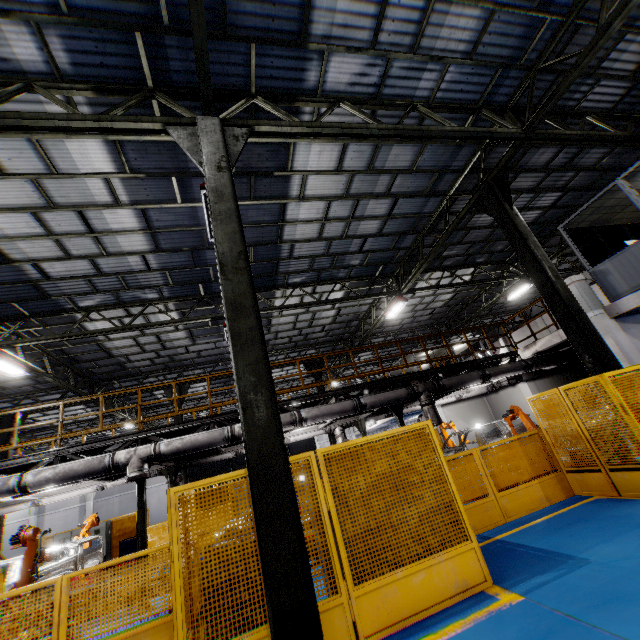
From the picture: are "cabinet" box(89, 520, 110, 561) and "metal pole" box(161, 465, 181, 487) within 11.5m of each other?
yes

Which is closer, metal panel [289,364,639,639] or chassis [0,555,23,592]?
metal panel [289,364,639,639]

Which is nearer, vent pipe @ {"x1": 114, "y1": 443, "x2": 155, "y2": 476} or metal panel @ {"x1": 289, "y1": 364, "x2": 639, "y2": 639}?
metal panel @ {"x1": 289, "y1": 364, "x2": 639, "y2": 639}

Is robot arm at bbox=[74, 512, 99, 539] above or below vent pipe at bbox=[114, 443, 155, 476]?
below

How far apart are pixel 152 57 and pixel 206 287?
7.6 meters

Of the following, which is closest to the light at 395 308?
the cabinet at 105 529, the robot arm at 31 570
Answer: the robot arm at 31 570

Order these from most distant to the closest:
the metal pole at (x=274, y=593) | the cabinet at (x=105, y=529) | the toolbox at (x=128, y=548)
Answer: the cabinet at (x=105, y=529)
the toolbox at (x=128, y=548)
the metal pole at (x=274, y=593)

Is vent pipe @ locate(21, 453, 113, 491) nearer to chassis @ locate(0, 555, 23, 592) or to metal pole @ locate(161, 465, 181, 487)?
chassis @ locate(0, 555, 23, 592)
